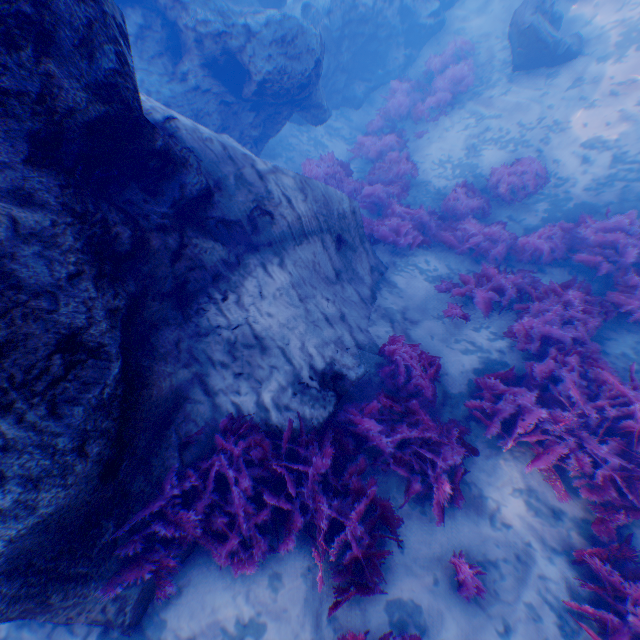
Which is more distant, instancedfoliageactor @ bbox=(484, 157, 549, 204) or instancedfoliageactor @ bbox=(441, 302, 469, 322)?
instancedfoliageactor @ bbox=(484, 157, 549, 204)

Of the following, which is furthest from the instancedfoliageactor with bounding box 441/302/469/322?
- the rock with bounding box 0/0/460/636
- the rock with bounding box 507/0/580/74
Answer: the rock with bounding box 507/0/580/74

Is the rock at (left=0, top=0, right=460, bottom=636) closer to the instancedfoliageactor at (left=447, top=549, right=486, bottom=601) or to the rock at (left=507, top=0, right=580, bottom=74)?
the instancedfoliageactor at (left=447, top=549, right=486, bottom=601)

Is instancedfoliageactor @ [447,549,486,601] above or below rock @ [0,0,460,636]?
below

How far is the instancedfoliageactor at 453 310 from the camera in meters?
6.2 m

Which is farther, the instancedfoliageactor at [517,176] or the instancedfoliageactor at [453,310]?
the instancedfoliageactor at [517,176]

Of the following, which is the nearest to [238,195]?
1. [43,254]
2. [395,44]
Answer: [43,254]
